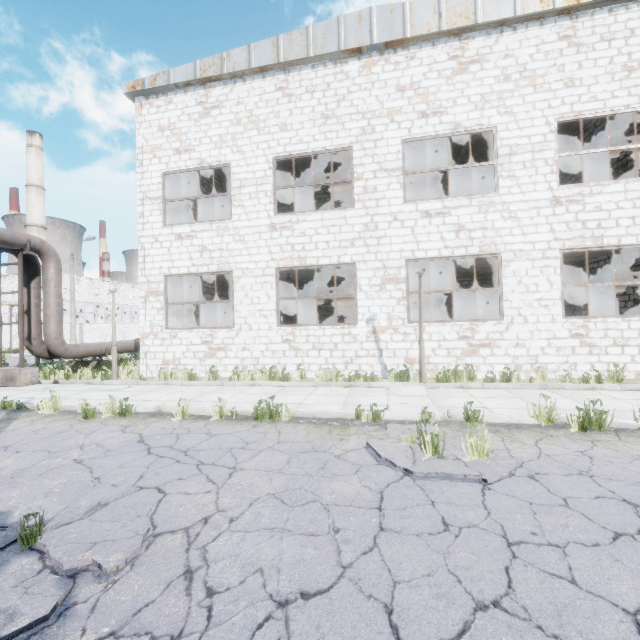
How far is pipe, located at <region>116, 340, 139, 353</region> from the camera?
15.1 meters

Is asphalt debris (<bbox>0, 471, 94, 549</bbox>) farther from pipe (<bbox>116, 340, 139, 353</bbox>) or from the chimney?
the chimney

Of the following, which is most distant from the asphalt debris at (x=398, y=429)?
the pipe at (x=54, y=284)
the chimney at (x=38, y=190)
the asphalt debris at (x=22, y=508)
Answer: the chimney at (x=38, y=190)

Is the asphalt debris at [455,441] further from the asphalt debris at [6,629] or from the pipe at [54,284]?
the pipe at [54,284]

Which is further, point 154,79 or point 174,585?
point 154,79

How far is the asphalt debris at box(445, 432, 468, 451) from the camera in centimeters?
457cm

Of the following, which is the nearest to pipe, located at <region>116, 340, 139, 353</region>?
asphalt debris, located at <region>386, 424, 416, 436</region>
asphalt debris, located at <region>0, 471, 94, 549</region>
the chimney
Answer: asphalt debris, located at <region>0, 471, 94, 549</region>

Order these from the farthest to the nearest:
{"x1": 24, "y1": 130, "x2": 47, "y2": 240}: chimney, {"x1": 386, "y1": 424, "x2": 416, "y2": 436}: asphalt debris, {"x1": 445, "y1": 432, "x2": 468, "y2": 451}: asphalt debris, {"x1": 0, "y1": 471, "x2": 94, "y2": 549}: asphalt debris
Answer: {"x1": 24, "y1": 130, "x2": 47, "y2": 240}: chimney, {"x1": 386, "y1": 424, "x2": 416, "y2": 436}: asphalt debris, {"x1": 445, "y1": 432, "x2": 468, "y2": 451}: asphalt debris, {"x1": 0, "y1": 471, "x2": 94, "y2": 549}: asphalt debris
